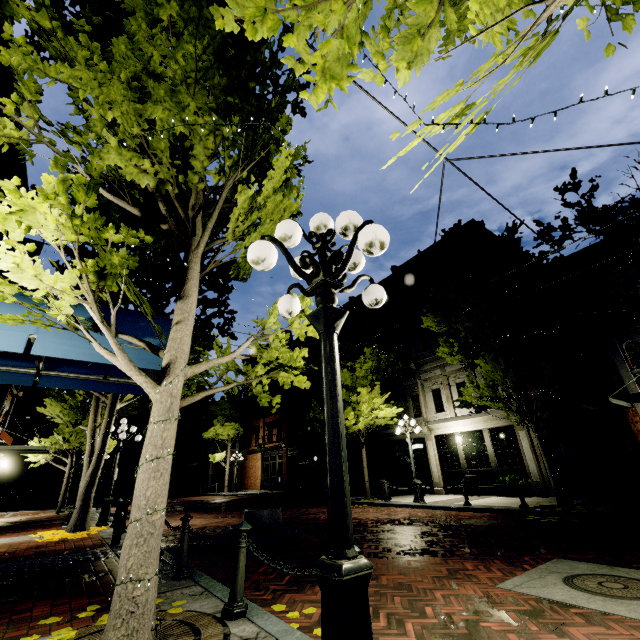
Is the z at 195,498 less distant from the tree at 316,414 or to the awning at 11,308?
the tree at 316,414

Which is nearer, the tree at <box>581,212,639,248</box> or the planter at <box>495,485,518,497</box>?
the tree at <box>581,212,639,248</box>

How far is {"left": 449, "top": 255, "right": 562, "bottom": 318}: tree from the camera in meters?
11.1 m

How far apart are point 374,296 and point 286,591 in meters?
4.5 m

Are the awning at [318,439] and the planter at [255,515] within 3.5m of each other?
no

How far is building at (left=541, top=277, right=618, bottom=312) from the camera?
13.5 meters

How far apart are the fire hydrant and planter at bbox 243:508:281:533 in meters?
2.9

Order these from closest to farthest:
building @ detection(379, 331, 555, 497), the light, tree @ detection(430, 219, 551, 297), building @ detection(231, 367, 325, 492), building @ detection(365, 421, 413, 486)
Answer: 1. the light
2. tree @ detection(430, 219, 551, 297)
3. building @ detection(379, 331, 555, 497)
4. building @ detection(365, 421, 413, 486)
5. building @ detection(231, 367, 325, 492)
